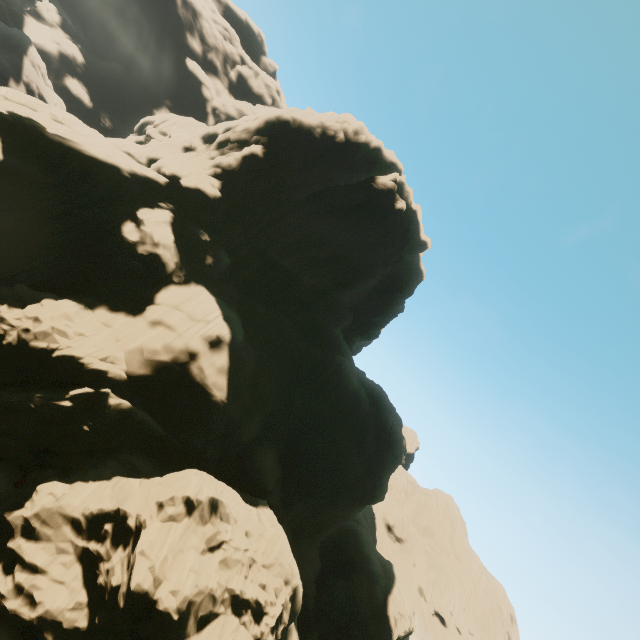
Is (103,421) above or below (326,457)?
below
